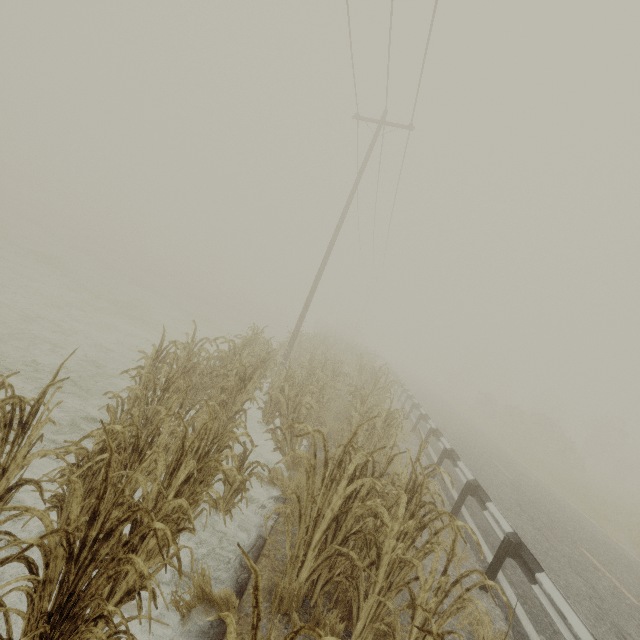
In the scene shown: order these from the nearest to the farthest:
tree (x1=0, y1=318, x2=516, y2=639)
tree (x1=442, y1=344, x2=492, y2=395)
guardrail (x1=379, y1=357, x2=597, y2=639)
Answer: tree (x1=0, y1=318, x2=516, y2=639)
guardrail (x1=379, y1=357, x2=597, y2=639)
tree (x1=442, y1=344, x2=492, y2=395)

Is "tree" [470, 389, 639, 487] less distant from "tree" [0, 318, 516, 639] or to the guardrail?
the guardrail

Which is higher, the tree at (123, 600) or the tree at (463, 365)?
the tree at (463, 365)

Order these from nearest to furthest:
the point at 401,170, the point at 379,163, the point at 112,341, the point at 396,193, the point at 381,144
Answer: the point at 112,341 < the point at 381,144 < the point at 401,170 < the point at 379,163 < the point at 396,193

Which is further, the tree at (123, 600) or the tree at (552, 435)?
the tree at (552, 435)

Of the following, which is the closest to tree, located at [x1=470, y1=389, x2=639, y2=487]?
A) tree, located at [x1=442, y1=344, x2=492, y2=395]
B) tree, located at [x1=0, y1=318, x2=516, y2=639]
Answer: tree, located at [x1=442, y1=344, x2=492, y2=395]

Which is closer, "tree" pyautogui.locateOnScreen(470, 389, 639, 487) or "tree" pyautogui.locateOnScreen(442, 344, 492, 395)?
"tree" pyautogui.locateOnScreen(470, 389, 639, 487)

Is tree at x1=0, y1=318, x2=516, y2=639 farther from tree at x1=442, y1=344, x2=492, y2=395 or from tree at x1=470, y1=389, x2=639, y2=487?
tree at x1=442, y1=344, x2=492, y2=395
